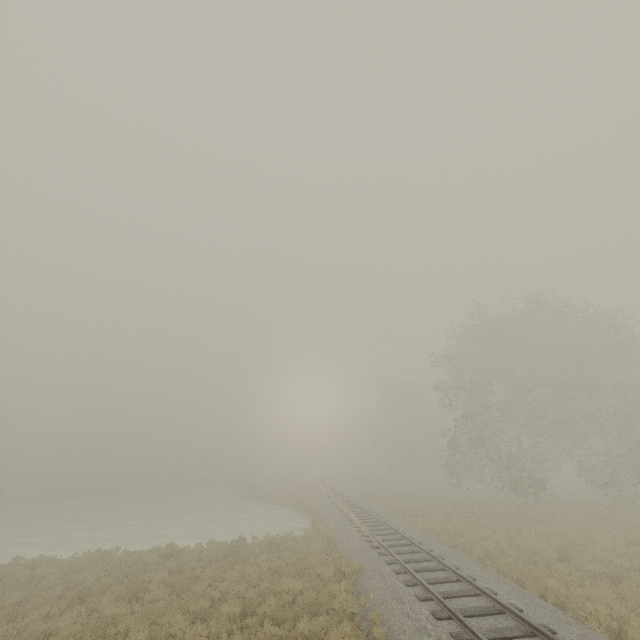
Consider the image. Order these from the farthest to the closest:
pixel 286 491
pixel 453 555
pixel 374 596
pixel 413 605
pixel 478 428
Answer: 1. pixel 286 491
2. pixel 478 428
3. pixel 453 555
4. pixel 374 596
5. pixel 413 605
